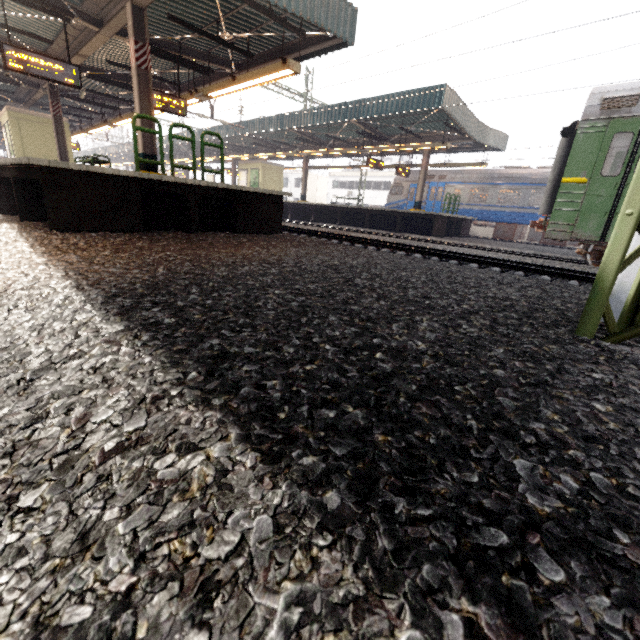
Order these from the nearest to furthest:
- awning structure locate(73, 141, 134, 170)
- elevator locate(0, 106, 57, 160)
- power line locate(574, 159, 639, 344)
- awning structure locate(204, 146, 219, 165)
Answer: power line locate(574, 159, 639, 344), elevator locate(0, 106, 57, 160), awning structure locate(204, 146, 219, 165), awning structure locate(73, 141, 134, 170)

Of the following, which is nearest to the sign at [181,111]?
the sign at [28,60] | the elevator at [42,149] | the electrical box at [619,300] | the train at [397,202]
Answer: the sign at [28,60]

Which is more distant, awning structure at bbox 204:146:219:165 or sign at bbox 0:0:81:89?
awning structure at bbox 204:146:219:165

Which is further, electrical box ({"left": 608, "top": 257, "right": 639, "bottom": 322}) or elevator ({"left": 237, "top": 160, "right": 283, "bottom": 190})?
elevator ({"left": 237, "top": 160, "right": 283, "bottom": 190})

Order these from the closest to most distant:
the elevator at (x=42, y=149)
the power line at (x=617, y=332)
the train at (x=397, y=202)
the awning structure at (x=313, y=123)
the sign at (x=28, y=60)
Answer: the power line at (x=617, y=332)
the sign at (x=28, y=60)
the awning structure at (x=313, y=123)
the elevator at (x=42, y=149)
the train at (x=397, y=202)

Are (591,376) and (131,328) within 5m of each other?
yes

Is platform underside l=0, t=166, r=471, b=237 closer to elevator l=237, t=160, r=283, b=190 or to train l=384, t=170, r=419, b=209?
elevator l=237, t=160, r=283, b=190

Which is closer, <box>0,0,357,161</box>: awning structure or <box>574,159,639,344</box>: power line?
<box>574,159,639,344</box>: power line
